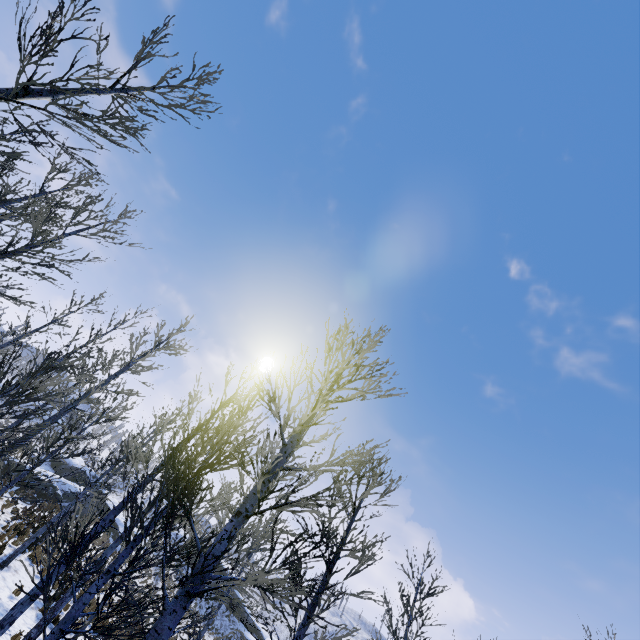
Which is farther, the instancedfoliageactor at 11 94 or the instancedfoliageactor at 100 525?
the instancedfoliageactor at 11 94

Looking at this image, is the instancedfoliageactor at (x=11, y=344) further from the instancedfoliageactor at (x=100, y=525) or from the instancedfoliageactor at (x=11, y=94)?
the instancedfoliageactor at (x=100, y=525)

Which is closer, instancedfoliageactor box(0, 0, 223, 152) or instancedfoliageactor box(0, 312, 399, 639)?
instancedfoliageactor box(0, 312, 399, 639)

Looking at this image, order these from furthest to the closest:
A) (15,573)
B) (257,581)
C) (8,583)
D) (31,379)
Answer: (15,573)
(8,583)
(31,379)
(257,581)

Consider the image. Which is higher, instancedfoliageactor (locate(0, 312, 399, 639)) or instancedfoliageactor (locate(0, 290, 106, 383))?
instancedfoliageactor (locate(0, 290, 106, 383))

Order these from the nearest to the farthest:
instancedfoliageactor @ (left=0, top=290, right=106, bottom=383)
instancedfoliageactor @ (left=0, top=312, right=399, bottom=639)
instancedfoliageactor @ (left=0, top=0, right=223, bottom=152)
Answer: instancedfoliageactor @ (left=0, top=312, right=399, bottom=639)
instancedfoliageactor @ (left=0, top=0, right=223, bottom=152)
instancedfoliageactor @ (left=0, top=290, right=106, bottom=383)

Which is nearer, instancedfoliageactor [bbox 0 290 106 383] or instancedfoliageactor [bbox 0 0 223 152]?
instancedfoliageactor [bbox 0 0 223 152]

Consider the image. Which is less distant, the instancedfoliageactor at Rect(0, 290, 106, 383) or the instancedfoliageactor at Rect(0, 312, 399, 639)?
the instancedfoliageactor at Rect(0, 312, 399, 639)
